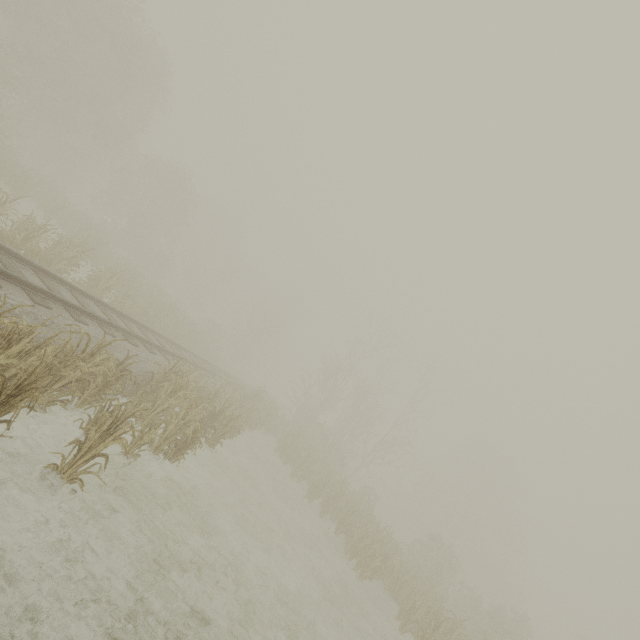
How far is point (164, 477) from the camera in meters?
8.0 m
